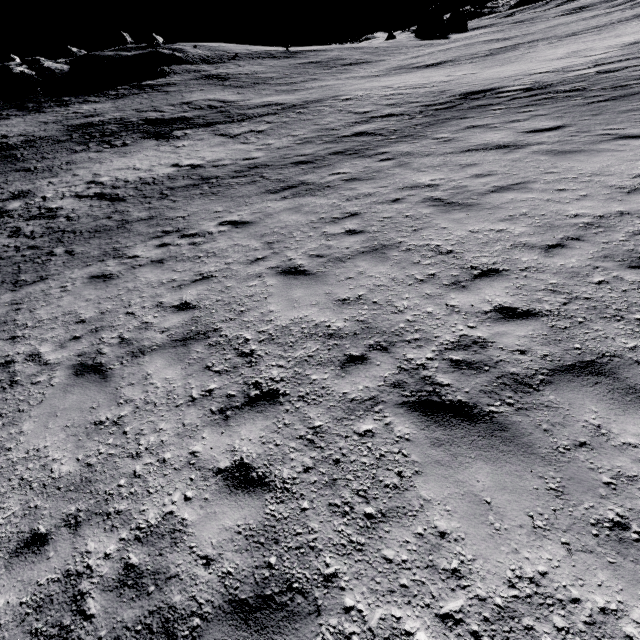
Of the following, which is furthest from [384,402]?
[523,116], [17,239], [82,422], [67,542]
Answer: [17,239]
